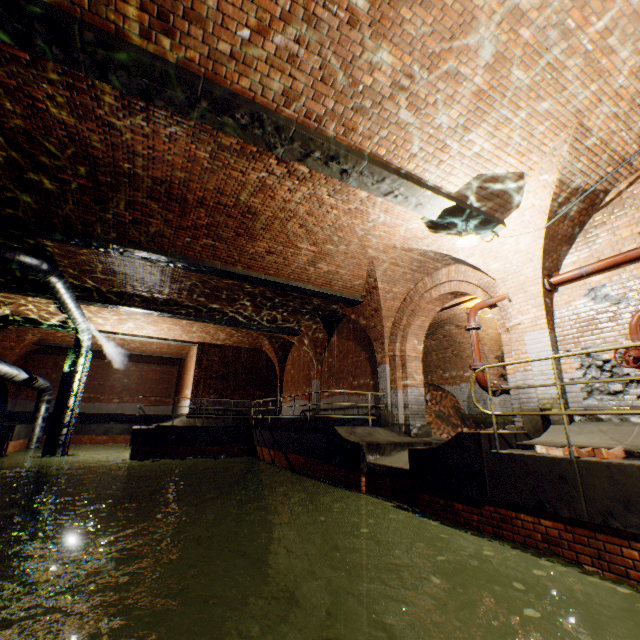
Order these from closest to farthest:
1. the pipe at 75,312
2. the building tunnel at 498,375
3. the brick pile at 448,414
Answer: the pipe at 75,312, the building tunnel at 498,375, the brick pile at 448,414

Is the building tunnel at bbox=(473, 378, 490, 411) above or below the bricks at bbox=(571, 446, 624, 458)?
above

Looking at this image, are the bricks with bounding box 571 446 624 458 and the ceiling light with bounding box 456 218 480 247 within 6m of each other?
yes

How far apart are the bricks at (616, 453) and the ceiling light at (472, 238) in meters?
3.7 m

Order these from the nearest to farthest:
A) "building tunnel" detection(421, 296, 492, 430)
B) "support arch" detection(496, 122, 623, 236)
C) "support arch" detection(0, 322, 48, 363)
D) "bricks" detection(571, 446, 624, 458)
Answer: "bricks" detection(571, 446, 624, 458) < "support arch" detection(496, 122, 623, 236) < "building tunnel" detection(421, 296, 492, 430) < "support arch" detection(0, 322, 48, 363)

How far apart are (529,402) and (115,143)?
9.1m

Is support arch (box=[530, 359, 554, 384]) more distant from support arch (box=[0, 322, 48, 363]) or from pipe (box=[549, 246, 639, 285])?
support arch (box=[0, 322, 48, 363])

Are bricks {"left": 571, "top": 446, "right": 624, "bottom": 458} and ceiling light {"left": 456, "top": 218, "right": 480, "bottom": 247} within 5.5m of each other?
yes
